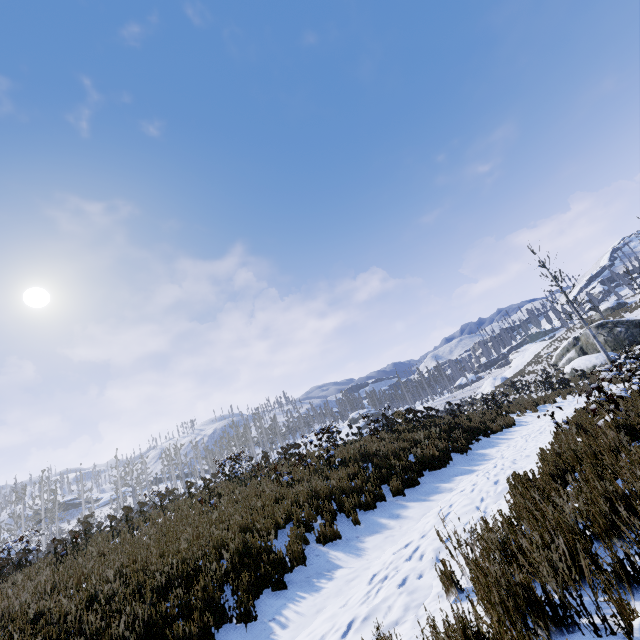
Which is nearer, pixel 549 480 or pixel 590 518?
pixel 590 518
